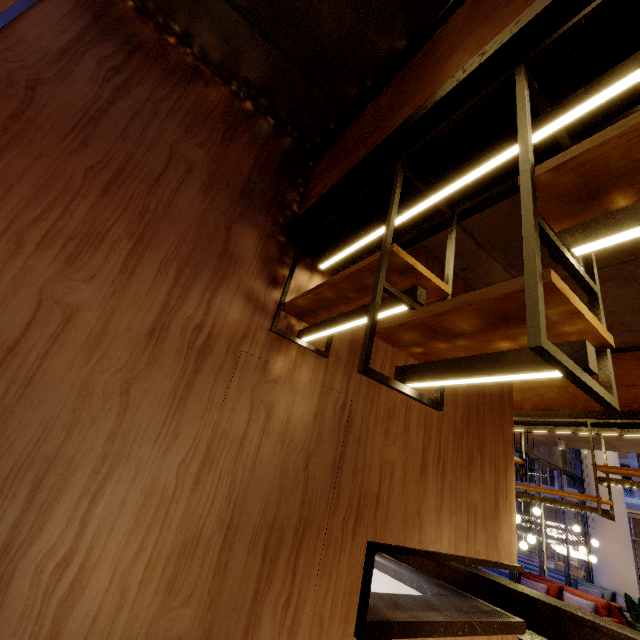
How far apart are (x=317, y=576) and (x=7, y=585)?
1.6m

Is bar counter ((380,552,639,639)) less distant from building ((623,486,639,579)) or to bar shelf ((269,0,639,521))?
bar shelf ((269,0,639,521))

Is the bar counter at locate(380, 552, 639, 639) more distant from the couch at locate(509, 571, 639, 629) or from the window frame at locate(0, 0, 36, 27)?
the couch at locate(509, 571, 639, 629)

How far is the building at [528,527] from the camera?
33.46m

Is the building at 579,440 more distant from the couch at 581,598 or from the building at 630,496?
the building at 630,496

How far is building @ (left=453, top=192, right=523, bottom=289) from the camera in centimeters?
309cm

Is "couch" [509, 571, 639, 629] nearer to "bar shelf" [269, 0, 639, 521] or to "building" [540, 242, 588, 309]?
"building" [540, 242, 588, 309]

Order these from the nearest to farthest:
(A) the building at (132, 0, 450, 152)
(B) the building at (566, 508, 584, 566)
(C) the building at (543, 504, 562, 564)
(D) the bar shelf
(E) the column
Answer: (D) the bar shelf < (A) the building at (132, 0, 450, 152) < (E) the column < (B) the building at (566, 508, 584, 566) < (C) the building at (543, 504, 562, 564)
